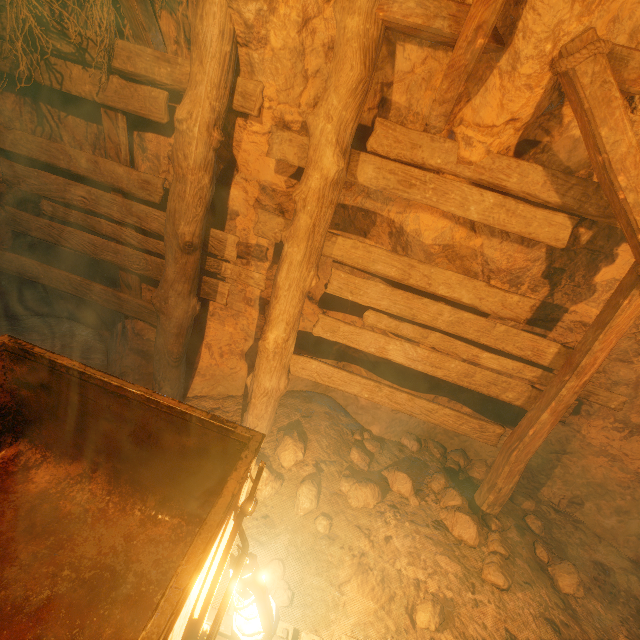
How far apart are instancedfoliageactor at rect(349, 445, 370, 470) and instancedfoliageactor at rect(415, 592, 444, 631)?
1.3m

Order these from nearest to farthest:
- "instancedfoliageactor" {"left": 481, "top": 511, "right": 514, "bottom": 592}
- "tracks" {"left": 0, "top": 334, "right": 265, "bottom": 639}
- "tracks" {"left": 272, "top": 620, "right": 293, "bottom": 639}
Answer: "tracks" {"left": 0, "top": 334, "right": 265, "bottom": 639} < "tracks" {"left": 272, "top": 620, "right": 293, "bottom": 639} < "instancedfoliageactor" {"left": 481, "top": 511, "right": 514, "bottom": 592}

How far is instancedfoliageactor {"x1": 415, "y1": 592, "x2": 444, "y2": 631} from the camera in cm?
232

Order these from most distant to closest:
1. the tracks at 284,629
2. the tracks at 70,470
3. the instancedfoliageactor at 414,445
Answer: the instancedfoliageactor at 414,445 → the tracks at 284,629 → the tracks at 70,470

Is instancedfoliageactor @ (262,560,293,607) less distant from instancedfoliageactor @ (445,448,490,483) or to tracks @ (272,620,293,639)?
tracks @ (272,620,293,639)

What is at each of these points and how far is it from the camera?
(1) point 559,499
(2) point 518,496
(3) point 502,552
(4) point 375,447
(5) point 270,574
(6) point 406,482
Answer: (1) instancedfoliageactor, 3.8m
(2) instancedfoliageactor, 3.8m
(3) instancedfoliageactor, 2.9m
(4) instancedfoliageactor, 4.0m
(5) instancedfoliageactor, 2.4m
(6) instancedfoliageactor, 3.5m

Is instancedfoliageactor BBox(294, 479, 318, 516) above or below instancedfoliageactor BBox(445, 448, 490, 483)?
above

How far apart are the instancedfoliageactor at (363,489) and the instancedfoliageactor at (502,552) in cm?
25
